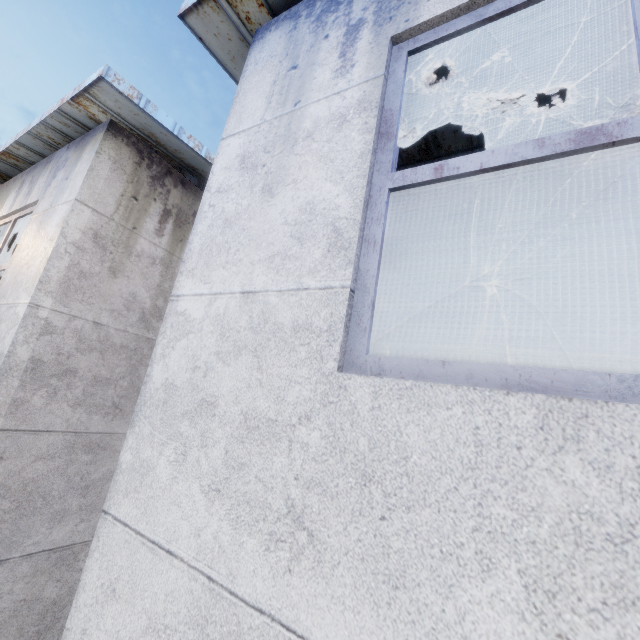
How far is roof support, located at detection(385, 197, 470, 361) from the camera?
5.4m

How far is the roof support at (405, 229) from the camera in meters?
5.4 m

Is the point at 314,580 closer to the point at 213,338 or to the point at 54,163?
the point at 213,338
